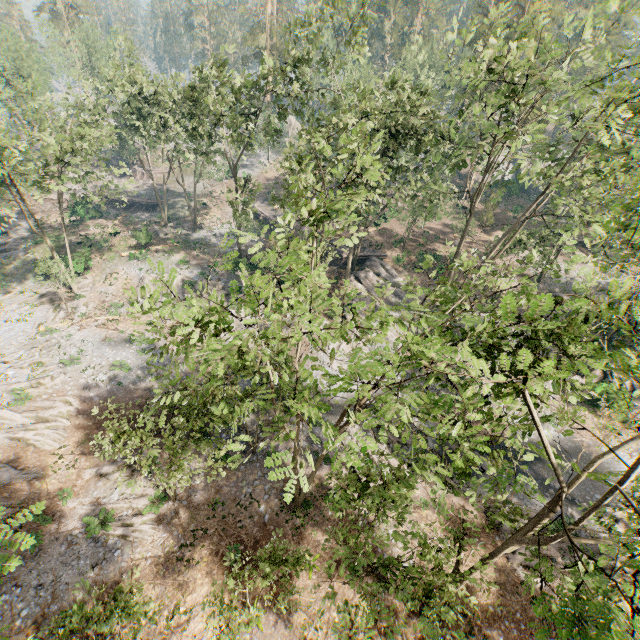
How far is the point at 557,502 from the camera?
8.0m

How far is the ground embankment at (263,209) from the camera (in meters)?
47.09

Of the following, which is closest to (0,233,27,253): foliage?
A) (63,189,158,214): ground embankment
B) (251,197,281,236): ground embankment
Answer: (63,189,158,214): ground embankment

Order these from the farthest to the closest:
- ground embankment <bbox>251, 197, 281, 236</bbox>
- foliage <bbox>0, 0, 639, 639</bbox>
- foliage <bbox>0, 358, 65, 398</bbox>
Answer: ground embankment <bbox>251, 197, 281, 236</bbox> < foliage <bbox>0, 358, 65, 398</bbox> < foliage <bbox>0, 0, 639, 639</bbox>

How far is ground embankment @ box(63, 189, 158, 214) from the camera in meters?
49.2 m

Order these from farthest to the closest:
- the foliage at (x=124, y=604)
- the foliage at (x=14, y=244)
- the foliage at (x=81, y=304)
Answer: the foliage at (x=14, y=244)
the foliage at (x=81, y=304)
the foliage at (x=124, y=604)

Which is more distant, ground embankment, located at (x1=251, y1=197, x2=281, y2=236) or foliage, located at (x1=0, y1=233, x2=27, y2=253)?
ground embankment, located at (x1=251, y1=197, x2=281, y2=236)
